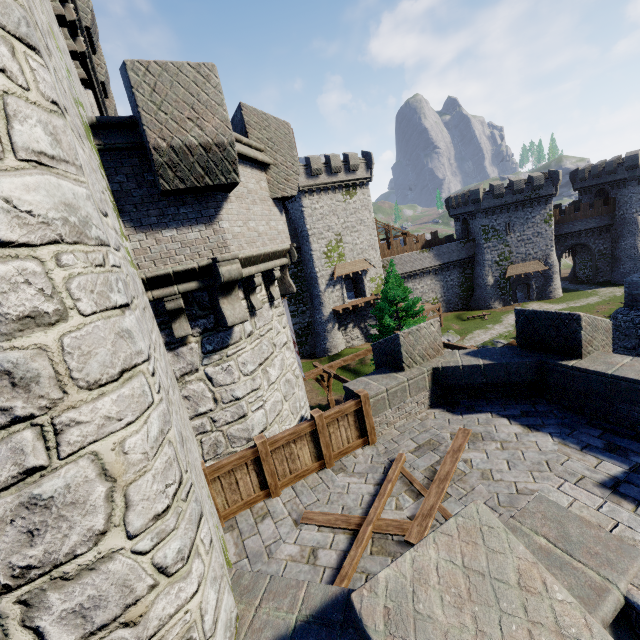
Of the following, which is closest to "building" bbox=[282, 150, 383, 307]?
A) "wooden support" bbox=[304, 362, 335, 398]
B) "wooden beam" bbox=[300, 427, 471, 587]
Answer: "wooden support" bbox=[304, 362, 335, 398]

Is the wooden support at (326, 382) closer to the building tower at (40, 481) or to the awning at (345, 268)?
the building tower at (40, 481)

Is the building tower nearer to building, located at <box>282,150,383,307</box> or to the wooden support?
the wooden support

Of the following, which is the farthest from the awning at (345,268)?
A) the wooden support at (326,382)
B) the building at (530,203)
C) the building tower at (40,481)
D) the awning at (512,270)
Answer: the building tower at (40,481)

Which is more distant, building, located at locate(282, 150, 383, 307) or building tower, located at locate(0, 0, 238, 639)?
building, located at locate(282, 150, 383, 307)

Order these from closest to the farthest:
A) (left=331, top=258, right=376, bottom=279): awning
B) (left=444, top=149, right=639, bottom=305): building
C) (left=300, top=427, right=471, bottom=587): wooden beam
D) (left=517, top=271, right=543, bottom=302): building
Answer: (left=300, top=427, right=471, bottom=587): wooden beam, (left=331, top=258, right=376, bottom=279): awning, (left=444, top=149, right=639, bottom=305): building, (left=517, top=271, right=543, bottom=302): building

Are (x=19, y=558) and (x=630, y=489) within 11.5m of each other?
yes

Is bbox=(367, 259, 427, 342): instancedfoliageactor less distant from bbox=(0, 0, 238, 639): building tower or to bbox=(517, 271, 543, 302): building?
bbox=(0, 0, 238, 639): building tower
